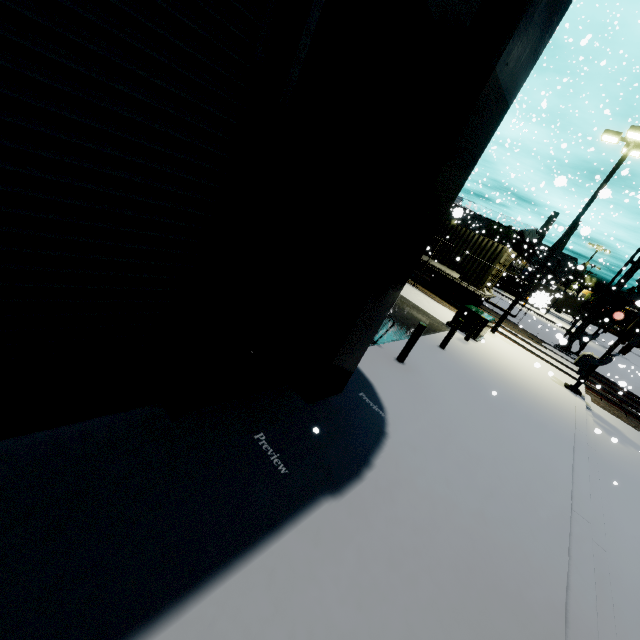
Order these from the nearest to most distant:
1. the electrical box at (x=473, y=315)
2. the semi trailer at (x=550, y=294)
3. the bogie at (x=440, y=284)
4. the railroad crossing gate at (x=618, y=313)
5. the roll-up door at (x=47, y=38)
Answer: the roll-up door at (x=47, y=38)
the semi trailer at (x=550, y=294)
the railroad crossing gate at (x=618, y=313)
the electrical box at (x=473, y=315)
the bogie at (x=440, y=284)

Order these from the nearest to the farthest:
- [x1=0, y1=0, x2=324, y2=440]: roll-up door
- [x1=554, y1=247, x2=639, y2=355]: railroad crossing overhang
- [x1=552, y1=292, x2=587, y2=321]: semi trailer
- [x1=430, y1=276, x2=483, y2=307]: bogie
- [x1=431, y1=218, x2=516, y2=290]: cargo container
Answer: [x1=0, y1=0, x2=324, y2=440]: roll-up door, [x1=431, y1=218, x2=516, y2=290]: cargo container, [x1=430, y1=276, x2=483, y2=307]: bogie, [x1=554, y1=247, x2=639, y2=355]: railroad crossing overhang, [x1=552, y1=292, x2=587, y2=321]: semi trailer

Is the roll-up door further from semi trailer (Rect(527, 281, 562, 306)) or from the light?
the light

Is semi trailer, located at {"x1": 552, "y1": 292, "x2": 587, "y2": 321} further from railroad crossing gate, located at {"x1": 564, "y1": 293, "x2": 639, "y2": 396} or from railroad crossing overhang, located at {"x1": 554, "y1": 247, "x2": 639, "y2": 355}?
railroad crossing overhang, located at {"x1": 554, "y1": 247, "x2": 639, "y2": 355}

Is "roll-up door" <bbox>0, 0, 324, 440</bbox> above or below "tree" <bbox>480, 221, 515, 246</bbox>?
below

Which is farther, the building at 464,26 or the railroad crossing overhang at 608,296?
the railroad crossing overhang at 608,296

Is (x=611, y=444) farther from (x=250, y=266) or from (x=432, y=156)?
(x=250, y=266)

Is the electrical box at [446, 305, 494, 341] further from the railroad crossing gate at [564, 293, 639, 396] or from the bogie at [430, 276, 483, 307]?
the bogie at [430, 276, 483, 307]
